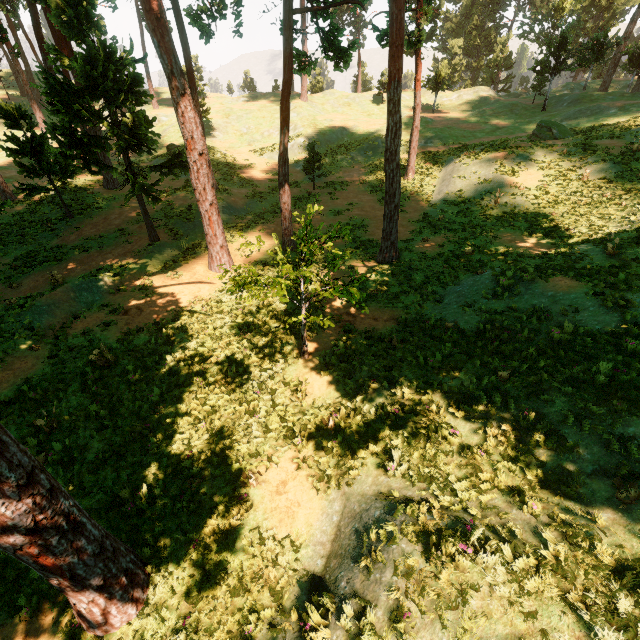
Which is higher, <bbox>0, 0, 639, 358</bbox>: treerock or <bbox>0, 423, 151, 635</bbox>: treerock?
<bbox>0, 0, 639, 358</bbox>: treerock

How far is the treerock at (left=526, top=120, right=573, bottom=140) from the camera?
26.2 meters

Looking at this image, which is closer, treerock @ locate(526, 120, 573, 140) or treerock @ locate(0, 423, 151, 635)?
treerock @ locate(0, 423, 151, 635)

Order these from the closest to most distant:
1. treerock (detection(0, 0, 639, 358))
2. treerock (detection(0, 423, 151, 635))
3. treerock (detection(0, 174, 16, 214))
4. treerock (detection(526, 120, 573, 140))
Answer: treerock (detection(0, 423, 151, 635))
treerock (detection(0, 0, 639, 358))
treerock (detection(0, 174, 16, 214))
treerock (detection(526, 120, 573, 140))

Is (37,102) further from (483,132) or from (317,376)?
(317,376)

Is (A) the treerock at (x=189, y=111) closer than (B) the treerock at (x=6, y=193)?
Yes

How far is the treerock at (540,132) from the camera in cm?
2620
